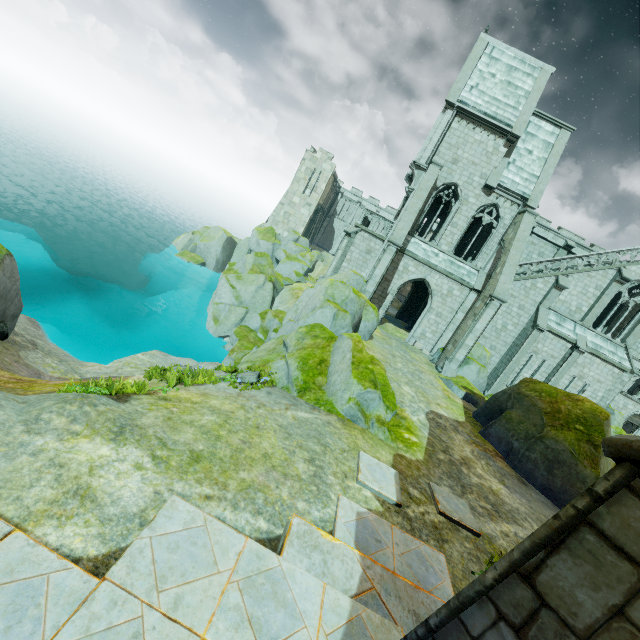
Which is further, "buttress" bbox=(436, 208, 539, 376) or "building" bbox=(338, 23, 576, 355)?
"building" bbox=(338, 23, 576, 355)

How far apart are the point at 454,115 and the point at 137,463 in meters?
26.1

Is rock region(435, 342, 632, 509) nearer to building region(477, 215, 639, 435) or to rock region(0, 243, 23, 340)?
building region(477, 215, 639, 435)

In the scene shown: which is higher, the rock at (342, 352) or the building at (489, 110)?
the building at (489, 110)

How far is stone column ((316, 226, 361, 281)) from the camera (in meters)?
24.42

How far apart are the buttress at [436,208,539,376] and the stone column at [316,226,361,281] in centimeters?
969cm

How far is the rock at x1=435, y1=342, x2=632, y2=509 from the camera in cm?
1120

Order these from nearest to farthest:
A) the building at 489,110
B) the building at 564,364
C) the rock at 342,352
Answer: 1. the rock at 342,352
2. the building at 489,110
3. the building at 564,364
